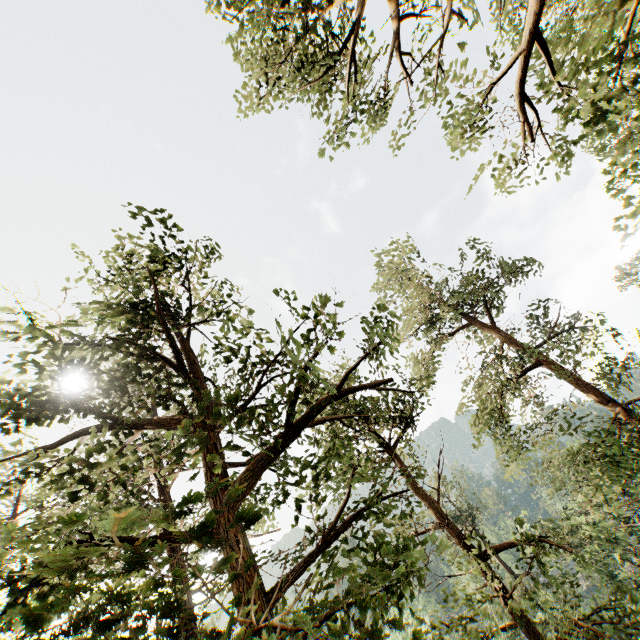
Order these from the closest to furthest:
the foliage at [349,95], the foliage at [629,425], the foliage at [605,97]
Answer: the foliage at [629,425], the foliage at [605,97], the foliage at [349,95]

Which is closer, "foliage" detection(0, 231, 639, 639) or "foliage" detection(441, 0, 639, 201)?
"foliage" detection(0, 231, 639, 639)

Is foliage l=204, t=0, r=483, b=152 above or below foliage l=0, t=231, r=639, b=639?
above

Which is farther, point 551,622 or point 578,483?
point 578,483

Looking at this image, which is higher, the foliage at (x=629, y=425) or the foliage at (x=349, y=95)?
the foliage at (x=349, y=95)

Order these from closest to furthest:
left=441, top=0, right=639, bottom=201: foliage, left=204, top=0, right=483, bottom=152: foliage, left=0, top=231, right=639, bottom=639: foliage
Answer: left=0, top=231, right=639, bottom=639: foliage
left=441, top=0, right=639, bottom=201: foliage
left=204, top=0, right=483, bottom=152: foliage
